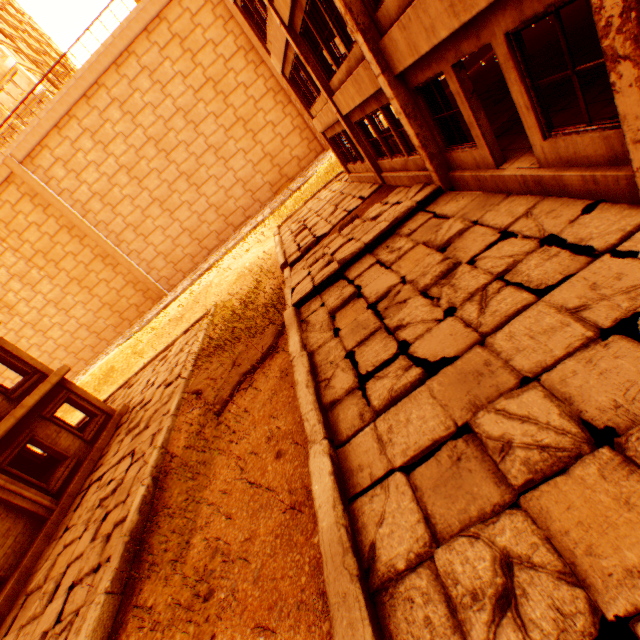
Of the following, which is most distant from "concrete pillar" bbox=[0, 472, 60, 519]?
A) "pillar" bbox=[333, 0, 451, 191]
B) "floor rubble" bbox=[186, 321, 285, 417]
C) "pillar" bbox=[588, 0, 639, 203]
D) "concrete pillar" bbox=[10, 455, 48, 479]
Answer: "pillar" bbox=[588, 0, 639, 203]

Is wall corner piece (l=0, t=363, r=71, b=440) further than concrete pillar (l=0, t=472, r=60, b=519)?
Yes

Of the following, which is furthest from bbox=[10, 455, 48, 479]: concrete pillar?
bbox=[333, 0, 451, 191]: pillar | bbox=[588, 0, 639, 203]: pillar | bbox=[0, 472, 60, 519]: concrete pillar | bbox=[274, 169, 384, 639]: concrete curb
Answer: bbox=[588, 0, 639, 203]: pillar

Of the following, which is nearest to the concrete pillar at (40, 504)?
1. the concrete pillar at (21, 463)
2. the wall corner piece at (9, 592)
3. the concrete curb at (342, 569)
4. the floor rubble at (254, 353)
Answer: the wall corner piece at (9, 592)

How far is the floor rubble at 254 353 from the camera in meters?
8.6

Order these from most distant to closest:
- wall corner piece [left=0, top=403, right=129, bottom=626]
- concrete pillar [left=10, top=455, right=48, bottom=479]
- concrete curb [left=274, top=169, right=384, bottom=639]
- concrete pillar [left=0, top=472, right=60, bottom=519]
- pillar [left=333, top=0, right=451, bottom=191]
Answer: concrete pillar [left=10, top=455, right=48, bottom=479] < concrete pillar [left=0, top=472, right=60, bottom=519] < wall corner piece [left=0, top=403, right=129, bottom=626] < pillar [left=333, top=0, right=451, bottom=191] < concrete curb [left=274, top=169, right=384, bottom=639]

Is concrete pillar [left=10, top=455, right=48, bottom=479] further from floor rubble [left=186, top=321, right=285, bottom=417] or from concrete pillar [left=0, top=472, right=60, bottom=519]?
floor rubble [left=186, top=321, right=285, bottom=417]

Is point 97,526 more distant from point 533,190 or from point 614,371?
point 533,190
